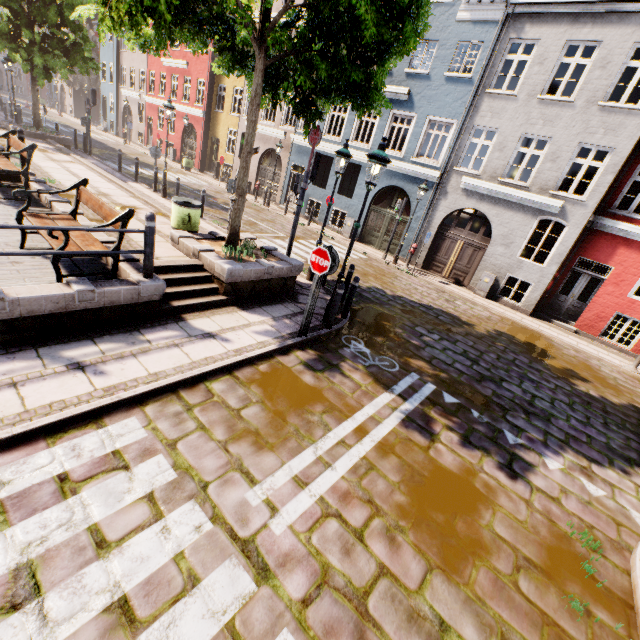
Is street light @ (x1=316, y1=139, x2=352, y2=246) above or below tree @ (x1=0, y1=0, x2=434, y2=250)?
below

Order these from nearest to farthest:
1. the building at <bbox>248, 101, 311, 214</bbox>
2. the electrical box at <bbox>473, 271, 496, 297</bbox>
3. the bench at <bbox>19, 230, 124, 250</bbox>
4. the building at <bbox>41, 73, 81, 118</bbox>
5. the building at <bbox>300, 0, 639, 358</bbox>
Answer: the bench at <bbox>19, 230, 124, 250</bbox> < the building at <bbox>300, 0, 639, 358</bbox> < the electrical box at <bbox>473, 271, 496, 297</bbox> < the building at <bbox>248, 101, 311, 214</bbox> < the building at <bbox>41, 73, 81, 118</bbox>

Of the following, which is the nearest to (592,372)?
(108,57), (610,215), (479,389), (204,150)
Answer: (479,389)

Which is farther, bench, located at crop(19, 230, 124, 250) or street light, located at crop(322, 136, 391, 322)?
street light, located at crop(322, 136, 391, 322)

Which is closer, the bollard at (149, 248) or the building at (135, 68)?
the bollard at (149, 248)

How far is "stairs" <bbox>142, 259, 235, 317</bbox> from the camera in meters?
6.2 m

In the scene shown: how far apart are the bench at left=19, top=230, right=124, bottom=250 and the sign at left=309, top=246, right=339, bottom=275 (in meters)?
2.99

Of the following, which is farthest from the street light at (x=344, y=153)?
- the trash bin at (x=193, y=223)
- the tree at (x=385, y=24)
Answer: the trash bin at (x=193, y=223)
